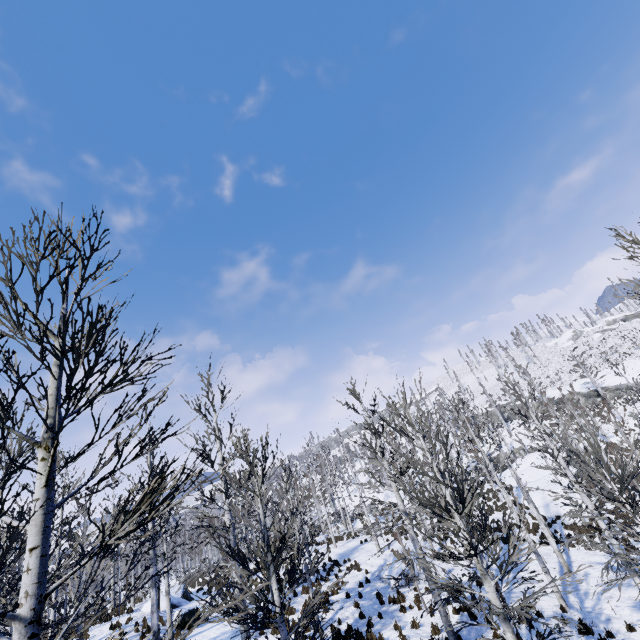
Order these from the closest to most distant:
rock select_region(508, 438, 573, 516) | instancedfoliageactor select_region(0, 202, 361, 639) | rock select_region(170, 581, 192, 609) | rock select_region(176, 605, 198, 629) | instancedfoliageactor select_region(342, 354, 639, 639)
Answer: instancedfoliageactor select_region(0, 202, 361, 639) → instancedfoliageactor select_region(342, 354, 639, 639) → rock select_region(176, 605, 198, 629) → rock select_region(170, 581, 192, 609) → rock select_region(508, 438, 573, 516)

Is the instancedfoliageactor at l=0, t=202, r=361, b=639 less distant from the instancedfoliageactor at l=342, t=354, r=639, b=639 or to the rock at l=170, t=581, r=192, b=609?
the instancedfoliageactor at l=342, t=354, r=639, b=639

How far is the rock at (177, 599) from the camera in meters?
20.3 m

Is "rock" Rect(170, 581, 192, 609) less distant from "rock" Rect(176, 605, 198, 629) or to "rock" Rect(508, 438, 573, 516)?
"rock" Rect(176, 605, 198, 629)

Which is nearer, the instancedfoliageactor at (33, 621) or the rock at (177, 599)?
the instancedfoliageactor at (33, 621)

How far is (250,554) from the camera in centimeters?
4416cm

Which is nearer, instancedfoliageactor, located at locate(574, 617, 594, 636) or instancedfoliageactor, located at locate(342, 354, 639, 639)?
instancedfoliageactor, located at locate(574, 617, 594, 636)
